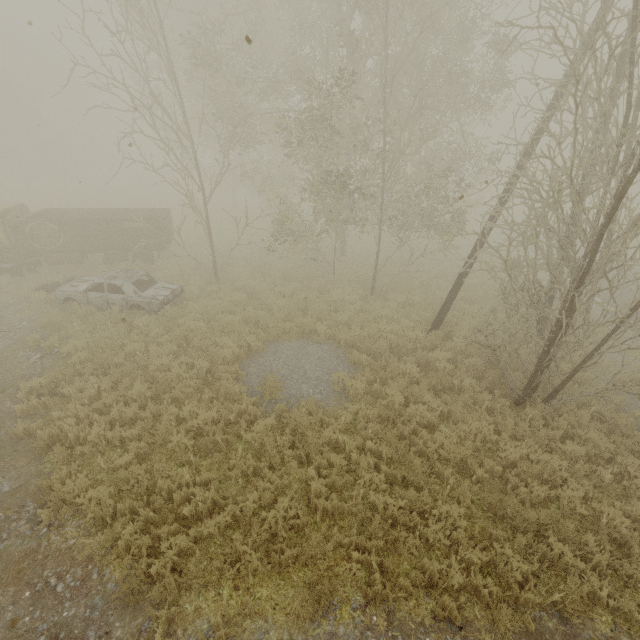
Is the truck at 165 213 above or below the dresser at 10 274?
above

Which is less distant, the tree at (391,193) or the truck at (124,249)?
the tree at (391,193)

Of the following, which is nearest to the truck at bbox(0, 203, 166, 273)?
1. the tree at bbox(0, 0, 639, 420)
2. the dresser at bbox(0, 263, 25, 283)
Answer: the dresser at bbox(0, 263, 25, 283)

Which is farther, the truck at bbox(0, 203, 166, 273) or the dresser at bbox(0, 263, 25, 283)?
the truck at bbox(0, 203, 166, 273)

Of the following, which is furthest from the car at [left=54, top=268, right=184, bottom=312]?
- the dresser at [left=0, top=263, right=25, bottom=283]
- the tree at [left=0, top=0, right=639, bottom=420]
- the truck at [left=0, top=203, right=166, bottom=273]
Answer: the dresser at [left=0, top=263, right=25, bottom=283]

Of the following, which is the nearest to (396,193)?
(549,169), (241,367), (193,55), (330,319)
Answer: (330,319)
